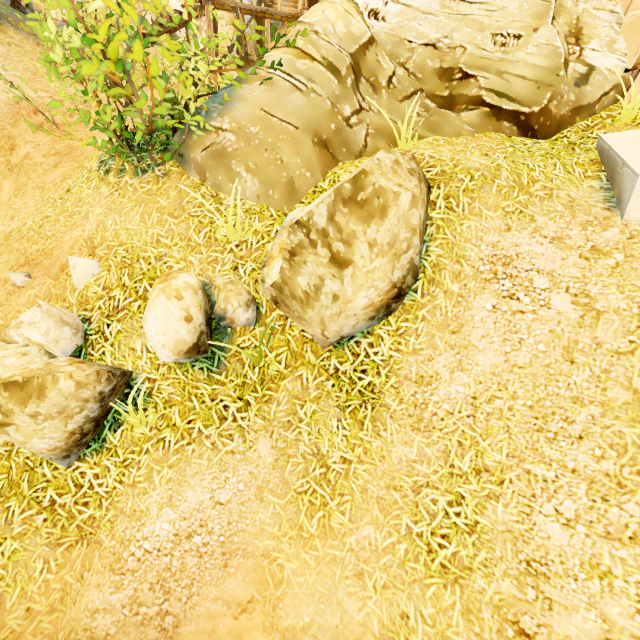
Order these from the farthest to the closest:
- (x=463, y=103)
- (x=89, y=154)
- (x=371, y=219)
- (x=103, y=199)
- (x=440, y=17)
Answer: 1. (x=89, y=154)
2. (x=440, y=17)
3. (x=463, y=103)
4. (x=103, y=199)
5. (x=371, y=219)

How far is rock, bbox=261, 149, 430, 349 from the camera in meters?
2.9 m

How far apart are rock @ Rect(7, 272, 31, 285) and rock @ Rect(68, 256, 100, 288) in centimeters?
60cm

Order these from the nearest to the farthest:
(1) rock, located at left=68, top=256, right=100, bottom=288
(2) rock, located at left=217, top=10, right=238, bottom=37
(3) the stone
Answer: (3) the stone, (1) rock, located at left=68, top=256, right=100, bottom=288, (2) rock, located at left=217, top=10, right=238, bottom=37

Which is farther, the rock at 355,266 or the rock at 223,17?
the rock at 223,17

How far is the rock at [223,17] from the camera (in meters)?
16.09

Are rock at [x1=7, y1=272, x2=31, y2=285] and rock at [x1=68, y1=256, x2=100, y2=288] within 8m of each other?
yes

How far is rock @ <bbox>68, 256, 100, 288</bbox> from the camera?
4.2 meters
